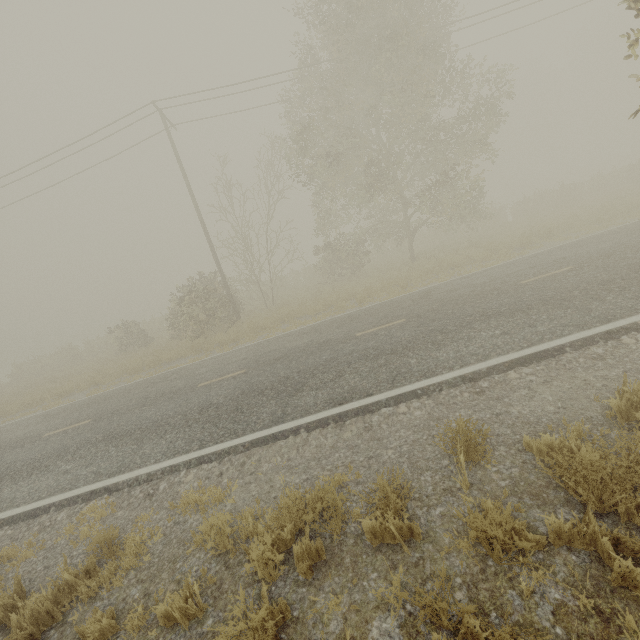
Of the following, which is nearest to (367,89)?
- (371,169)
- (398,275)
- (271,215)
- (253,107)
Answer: (371,169)

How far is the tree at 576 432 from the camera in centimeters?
357cm

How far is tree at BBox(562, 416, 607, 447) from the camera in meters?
3.6

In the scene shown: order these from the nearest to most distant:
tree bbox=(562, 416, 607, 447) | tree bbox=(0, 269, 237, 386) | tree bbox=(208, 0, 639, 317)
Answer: tree bbox=(562, 416, 607, 447) → tree bbox=(208, 0, 639, 317) → tree bbox=(0, 269, 237, 386)

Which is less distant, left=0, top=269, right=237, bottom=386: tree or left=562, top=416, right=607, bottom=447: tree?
left=562, top=416, right=607, bottom=447: tree

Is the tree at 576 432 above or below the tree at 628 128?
below
